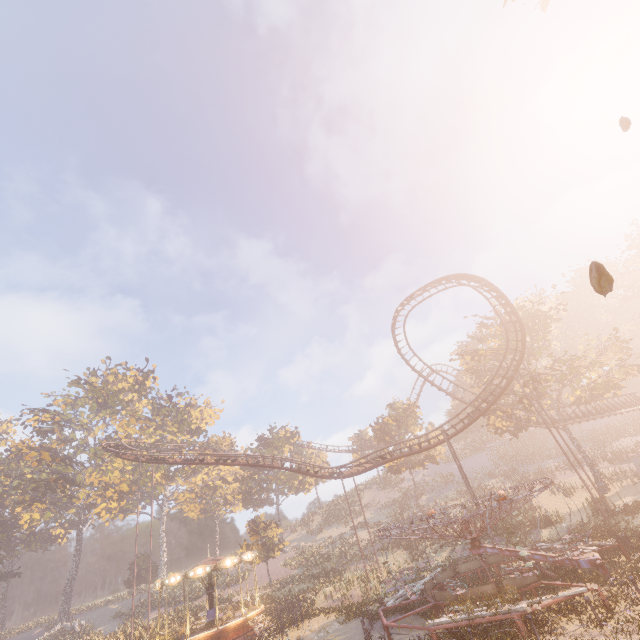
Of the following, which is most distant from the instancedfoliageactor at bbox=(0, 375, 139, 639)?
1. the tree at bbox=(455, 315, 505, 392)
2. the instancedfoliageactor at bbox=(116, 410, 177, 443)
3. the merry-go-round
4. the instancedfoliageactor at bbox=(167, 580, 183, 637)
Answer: the merry-go-round

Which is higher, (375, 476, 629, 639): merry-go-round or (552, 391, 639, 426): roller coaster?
(552, 391, 639, 426): roller coaster

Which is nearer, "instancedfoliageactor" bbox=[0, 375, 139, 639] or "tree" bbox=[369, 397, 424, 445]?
"instancedfoliageactor" bbox=[0, 375, 139, 639]

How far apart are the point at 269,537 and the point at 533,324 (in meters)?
39.53

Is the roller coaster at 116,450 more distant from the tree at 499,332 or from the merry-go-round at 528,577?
the merry-go-round at 528,577

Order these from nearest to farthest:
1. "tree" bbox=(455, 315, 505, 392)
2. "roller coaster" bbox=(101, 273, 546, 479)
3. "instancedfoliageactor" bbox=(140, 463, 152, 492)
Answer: "roller coaster" bbox=(101, 273, 546, 479) → "tree" bbox=(455, 315, 505, 392) → "instancedfoliageactor" bbox=(140, 463, 152, 492)

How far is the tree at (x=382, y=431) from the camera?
48.25m

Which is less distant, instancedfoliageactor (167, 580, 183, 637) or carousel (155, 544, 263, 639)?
carousel (155, 544, 263, 639)
